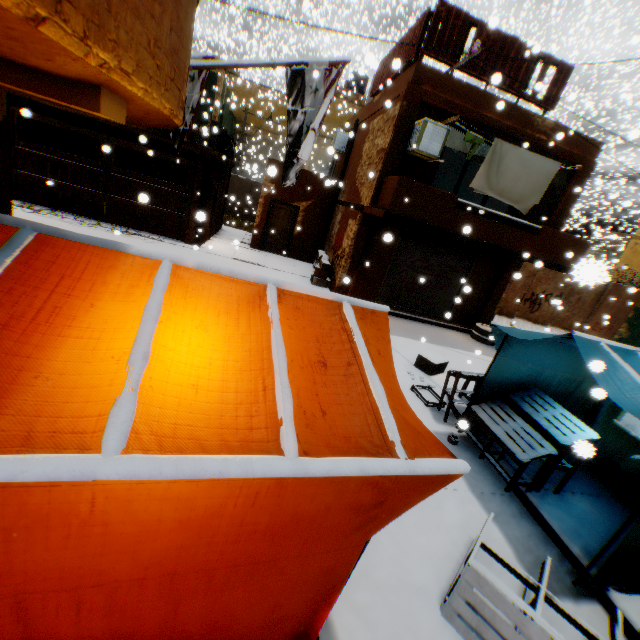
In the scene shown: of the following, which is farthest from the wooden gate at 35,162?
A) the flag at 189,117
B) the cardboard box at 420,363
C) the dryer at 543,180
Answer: the cardboard box at 420,363

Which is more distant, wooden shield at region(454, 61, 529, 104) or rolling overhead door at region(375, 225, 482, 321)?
rolling overhead door at region(375, 225, 482, 321)

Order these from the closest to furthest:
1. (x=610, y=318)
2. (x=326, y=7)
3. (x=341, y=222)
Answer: (x=341, y=222)
(x=610, y=318)
(x=326, y=7)

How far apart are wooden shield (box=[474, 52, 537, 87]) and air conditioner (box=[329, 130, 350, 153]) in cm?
61

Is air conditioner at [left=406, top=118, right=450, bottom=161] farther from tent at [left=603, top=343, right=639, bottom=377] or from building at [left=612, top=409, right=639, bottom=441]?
tent at [left=603, top=343, right=639, bottom=377]

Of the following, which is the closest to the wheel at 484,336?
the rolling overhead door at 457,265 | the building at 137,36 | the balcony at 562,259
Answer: the building at 137,36

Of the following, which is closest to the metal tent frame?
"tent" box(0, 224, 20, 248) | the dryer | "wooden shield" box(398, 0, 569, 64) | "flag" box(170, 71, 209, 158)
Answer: "tent" box(0, 224, 20, 248)

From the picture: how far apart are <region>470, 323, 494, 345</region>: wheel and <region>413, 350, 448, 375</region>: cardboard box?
4.7m
